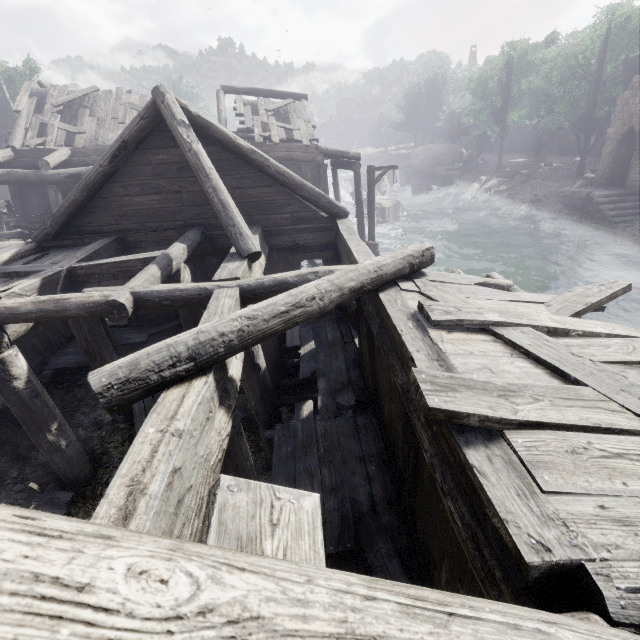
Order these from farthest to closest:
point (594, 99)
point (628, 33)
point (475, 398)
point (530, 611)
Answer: point (594, 99) < point (628, 33) < point (475, 398) < point (530, 611)

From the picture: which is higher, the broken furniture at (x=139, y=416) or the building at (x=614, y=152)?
the building at (x=614, y=152)

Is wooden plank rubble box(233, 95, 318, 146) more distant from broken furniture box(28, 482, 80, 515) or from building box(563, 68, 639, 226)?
broken furniture box(28, 482, 80, 515)

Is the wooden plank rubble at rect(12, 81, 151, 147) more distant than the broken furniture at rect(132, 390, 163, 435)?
Yes

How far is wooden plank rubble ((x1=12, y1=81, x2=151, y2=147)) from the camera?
15.1 meters

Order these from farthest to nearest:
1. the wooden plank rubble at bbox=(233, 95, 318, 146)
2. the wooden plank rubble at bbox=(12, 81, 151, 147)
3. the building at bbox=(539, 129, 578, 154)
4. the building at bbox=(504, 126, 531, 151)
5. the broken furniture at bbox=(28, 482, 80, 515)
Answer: the building at bbox=(504, 126, 531, 151) < the building at bbox=(539, 129, 578, 154) < the wooden plank rubble at bbox=(233, 95, 318, 146) < the wooden plank rubble at bbox=(12, 81, 151, 147) < the broken furniture at bbox=(28, 482, 80, 515)

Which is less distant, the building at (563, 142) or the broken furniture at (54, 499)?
the broken furniture at (54, 499)

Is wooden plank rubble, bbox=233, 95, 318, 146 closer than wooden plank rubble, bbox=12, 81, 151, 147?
No
